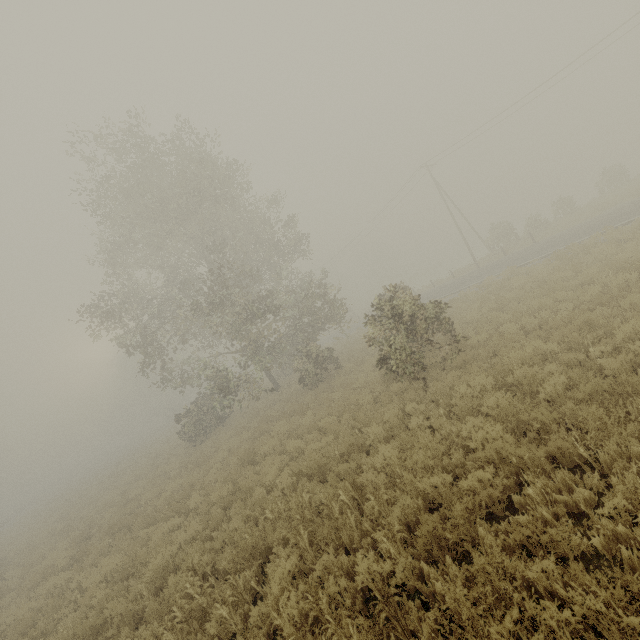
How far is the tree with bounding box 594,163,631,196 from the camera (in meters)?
28.76

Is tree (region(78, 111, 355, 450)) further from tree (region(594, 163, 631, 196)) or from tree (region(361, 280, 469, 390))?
tree (region(594, 163, 631, 196))

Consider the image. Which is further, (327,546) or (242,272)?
(242,272)

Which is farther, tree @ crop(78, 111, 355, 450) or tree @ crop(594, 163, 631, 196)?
tree @ crop(594, 163, 631, 196)

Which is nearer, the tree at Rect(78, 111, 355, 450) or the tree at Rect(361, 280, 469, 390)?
the tree at Rect(361, 280, 469, 390)

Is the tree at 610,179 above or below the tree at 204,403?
below

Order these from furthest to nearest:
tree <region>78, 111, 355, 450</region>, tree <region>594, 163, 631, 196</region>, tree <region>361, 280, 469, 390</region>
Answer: tree <region>594, 163, 631, 196</region>
tree <region>78, 111, 355, 450</region>
tree <region>361, 280, 469, 390</region>

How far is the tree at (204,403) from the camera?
17.6 meters
